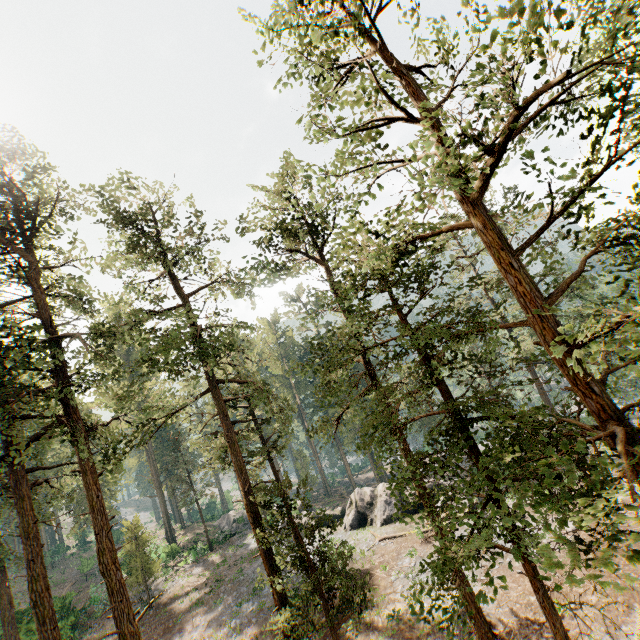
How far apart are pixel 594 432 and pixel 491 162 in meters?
5.0 m

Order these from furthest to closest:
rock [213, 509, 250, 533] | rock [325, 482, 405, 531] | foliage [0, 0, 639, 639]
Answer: rock [213, 509, 250, 533] < rock [325, 482, 405, 531] < foliage [0, 0, 639, 639]

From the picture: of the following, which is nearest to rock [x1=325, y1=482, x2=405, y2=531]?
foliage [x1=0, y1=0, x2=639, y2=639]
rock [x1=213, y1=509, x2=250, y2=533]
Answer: rock [x1=213, y1=509, x2=250, y2=533]

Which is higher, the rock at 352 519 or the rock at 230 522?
the rock at 352 519

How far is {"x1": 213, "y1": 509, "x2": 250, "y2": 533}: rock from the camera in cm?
4187

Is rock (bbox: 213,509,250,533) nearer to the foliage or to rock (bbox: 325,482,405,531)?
rock (bbox: 325,482,405,531)

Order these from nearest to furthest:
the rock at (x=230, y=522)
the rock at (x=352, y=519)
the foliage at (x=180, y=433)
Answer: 1. the foliage at (x=180, y=433)
2. the rock at (x=352, y=519)
3. the rock at (x=230, y=522)
